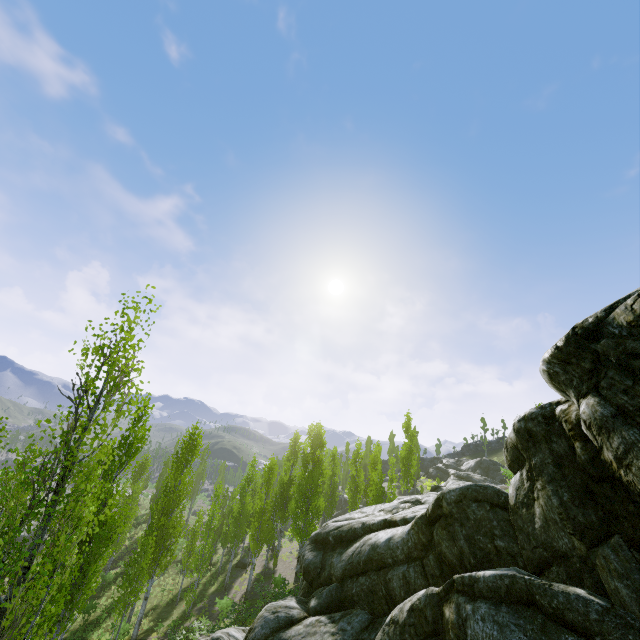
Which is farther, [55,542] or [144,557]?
[144,557]
